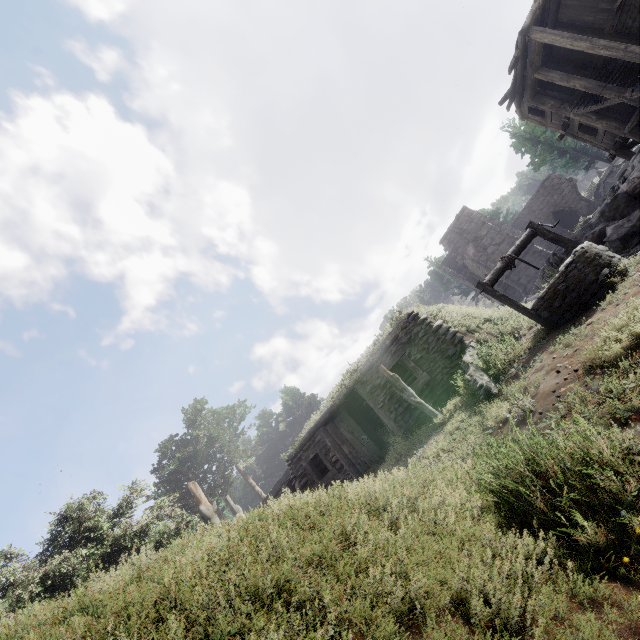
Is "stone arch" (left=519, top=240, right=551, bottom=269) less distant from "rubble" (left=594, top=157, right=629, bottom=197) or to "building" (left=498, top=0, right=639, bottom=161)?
"building" (left=498, top=0, right=639, bottom=161)

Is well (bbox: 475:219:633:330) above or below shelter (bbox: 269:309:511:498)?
below

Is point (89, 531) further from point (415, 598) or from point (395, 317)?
point (415, 598)

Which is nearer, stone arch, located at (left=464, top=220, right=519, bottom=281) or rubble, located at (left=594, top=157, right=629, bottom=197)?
stone arch, located at (left=464, top=220, right=519, bottom=281)

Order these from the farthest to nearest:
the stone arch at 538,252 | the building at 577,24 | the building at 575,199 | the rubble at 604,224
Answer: the building at 575,199 → the stone arch at 538,252 → the building at 577,24 → the rubble at 604,224

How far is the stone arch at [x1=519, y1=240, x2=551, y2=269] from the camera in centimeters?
2213cm

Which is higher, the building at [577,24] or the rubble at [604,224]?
the building at [577,24]
